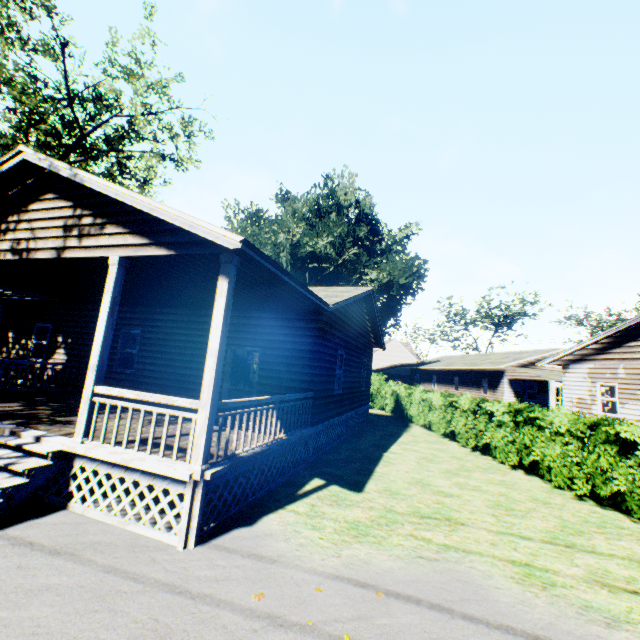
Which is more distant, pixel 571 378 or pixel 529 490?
pixel 571 378

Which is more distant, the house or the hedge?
the hedge

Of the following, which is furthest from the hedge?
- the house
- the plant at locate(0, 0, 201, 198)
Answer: the plant at locate(0, 0, 201, 198)

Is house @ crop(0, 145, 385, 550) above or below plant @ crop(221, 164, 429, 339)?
below

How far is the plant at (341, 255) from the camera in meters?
33.3 m

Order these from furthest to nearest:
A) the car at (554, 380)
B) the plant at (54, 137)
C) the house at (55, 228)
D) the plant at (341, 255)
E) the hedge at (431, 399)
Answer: the plant at (341, 255)
the car at (554, 380)
the plant at (54, 137)
the hedge at (431, 399)
the house at (55, 228)

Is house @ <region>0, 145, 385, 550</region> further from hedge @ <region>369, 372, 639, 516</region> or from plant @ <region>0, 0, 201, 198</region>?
plant @ <region>0, 0, 201, 198</region>

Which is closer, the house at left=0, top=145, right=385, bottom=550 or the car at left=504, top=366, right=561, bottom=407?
the house at left=0, top=145, right=385, bottom=550
